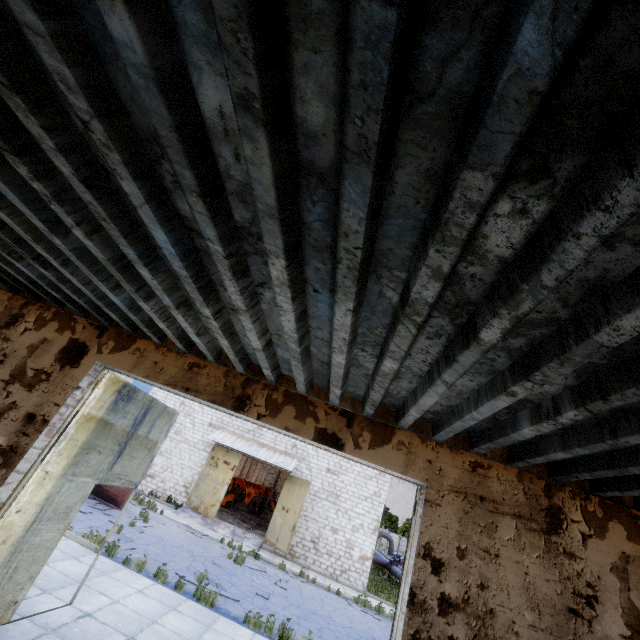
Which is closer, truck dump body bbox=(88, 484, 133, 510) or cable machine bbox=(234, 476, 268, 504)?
truck dump body bbox=(88, 484, 133, 510)

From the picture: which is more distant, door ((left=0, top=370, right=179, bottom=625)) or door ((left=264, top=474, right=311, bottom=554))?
door ((left=264, top=474, right=311, bottom=554))

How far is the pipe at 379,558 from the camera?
27.9m

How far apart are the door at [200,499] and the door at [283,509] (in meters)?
3.27

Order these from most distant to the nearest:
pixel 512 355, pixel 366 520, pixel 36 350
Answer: pixel 366 520, pixel 36 350, pixel 512 355

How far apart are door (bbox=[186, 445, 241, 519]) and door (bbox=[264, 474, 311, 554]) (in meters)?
3.27

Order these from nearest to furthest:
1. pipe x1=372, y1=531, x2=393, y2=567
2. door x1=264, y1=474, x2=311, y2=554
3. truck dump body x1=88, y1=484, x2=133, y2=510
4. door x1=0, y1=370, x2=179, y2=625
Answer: door x1=0, y1=370, x2=179, y2=625
truck dump body x1=88, y1=484, x2=133, y2=510
door x1=264, y1=474, x2=311, y2=554
pipe x1=372, y1=531, x2=393, y2=567

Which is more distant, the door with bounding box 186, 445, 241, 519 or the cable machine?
the cable machine
